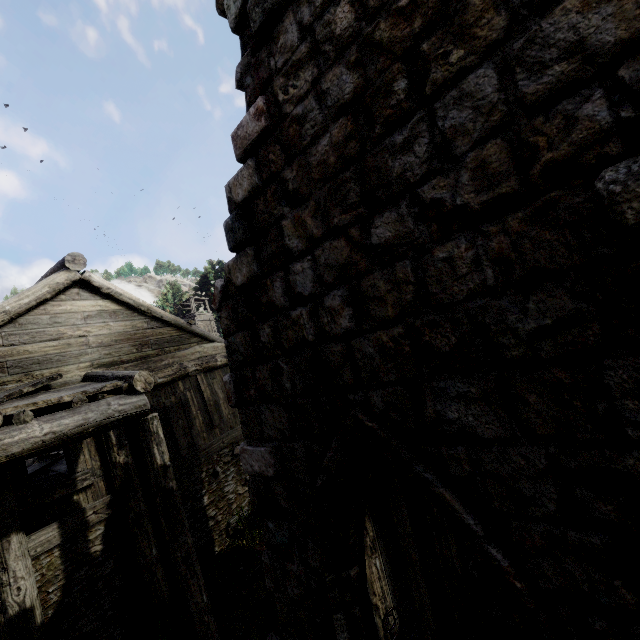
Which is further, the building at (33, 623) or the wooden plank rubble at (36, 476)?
the wooden plank rubble at (36, 476)

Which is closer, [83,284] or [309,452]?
[309,452]

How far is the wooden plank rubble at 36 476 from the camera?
9.6 meters

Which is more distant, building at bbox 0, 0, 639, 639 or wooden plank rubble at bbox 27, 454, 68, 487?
wooden plank rubble at bbox 27, 454, 68, 487

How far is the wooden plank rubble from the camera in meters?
9.6 m
